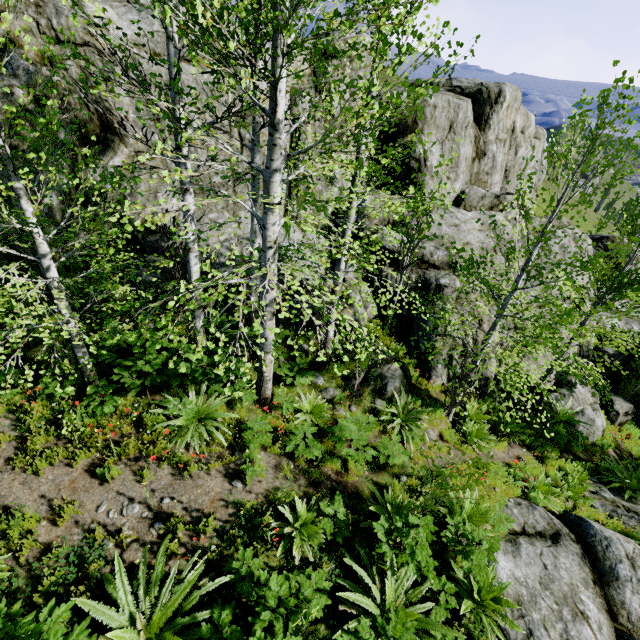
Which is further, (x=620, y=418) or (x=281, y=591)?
(x=620, y=418)

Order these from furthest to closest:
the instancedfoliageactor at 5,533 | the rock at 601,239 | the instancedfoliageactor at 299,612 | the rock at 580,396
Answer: the rock at 601,239 → the rock at 580,396 → the instancedfoliageactor at 5,533 → the instancedfoliageactor at 299,612

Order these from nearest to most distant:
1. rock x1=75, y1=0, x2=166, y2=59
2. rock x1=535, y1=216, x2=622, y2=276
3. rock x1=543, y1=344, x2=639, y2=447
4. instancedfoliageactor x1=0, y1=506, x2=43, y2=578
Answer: instancedfoliageactor x1=0, y1=506, x2=43, y2=578
rock x1=75, y1=0, x2=166, y2=59
rock x1=543, y1=344, x2=639, y2=447
rock x1=535, y1=216, x2=622, y2=276

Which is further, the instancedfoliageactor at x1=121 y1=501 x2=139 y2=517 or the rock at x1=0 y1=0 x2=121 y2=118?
the rock at x1=0 y1=0 x2=121 y2=118

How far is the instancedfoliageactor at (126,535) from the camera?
4.6 meters

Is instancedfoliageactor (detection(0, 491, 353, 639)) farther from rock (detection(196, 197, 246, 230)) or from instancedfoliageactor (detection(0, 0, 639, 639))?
instancedfoliageactor (detection(0, 0, 639, 639))
